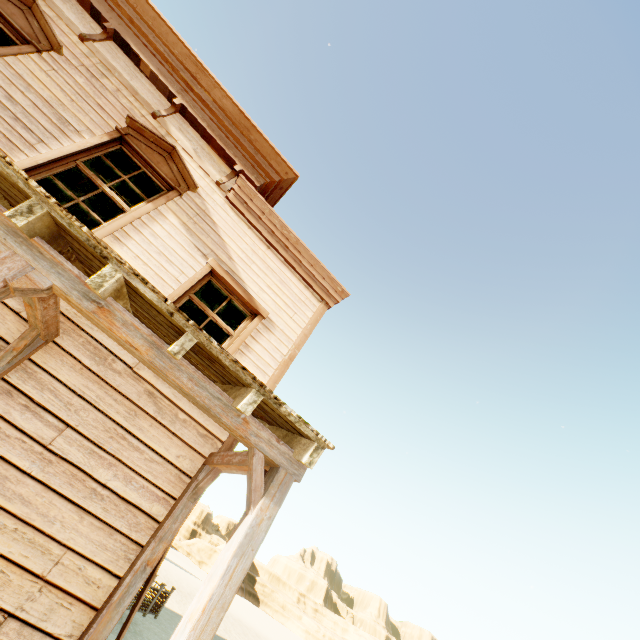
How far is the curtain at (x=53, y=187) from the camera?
4.2m

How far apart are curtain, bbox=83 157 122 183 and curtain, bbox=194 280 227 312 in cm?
131

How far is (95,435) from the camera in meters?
3.5

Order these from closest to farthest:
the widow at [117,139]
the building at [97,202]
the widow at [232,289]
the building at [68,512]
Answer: the building at [68,512] < the widow at [117,139] < the widow at [232,289] < the building at [97,202]

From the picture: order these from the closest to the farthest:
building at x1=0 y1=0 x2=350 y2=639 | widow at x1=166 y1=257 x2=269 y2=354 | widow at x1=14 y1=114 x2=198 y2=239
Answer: building at x1=0 y1=0 x2=350 y2=639
widow at x1=14 y1=114 x2=198 y2=239
widow at x1=166 y1=257 x2=269 y2=354

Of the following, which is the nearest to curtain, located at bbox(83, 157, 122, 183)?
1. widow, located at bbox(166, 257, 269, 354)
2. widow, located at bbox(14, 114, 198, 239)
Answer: widow, located at bbox(14, 114, 198, 239)

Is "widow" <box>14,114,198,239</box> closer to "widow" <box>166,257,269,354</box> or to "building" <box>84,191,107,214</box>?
"building" <box>84,191,107,214</box>

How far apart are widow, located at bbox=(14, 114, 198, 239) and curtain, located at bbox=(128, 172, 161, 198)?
0.0 meters
